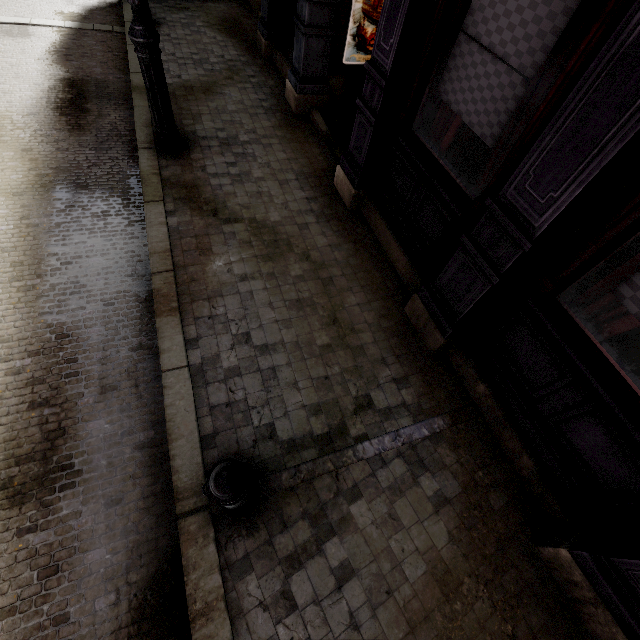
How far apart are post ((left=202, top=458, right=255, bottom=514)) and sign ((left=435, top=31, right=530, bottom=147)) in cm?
324

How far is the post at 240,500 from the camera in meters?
1.8

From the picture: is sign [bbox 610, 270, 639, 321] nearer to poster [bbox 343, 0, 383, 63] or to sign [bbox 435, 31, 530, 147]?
sign [bbox 435, 31, 530, 147]

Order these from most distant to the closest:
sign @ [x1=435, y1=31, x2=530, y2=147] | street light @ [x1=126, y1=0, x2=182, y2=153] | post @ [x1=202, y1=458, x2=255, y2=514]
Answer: street light @ [x1=126, y1=0, x2=182, y2=153]
sign @ [x1=435, y1=31, x2=530, y2=147]
post @ [x1=202, y1=458, x2=255, y2=514]

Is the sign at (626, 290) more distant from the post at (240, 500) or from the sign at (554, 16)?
the post at (240, 500)

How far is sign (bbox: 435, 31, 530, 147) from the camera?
2.6m

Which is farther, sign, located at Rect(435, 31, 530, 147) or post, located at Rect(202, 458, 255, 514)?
sign, located at Rect(435, 31, 530, 147)

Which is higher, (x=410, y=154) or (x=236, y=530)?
(x=410, y=154)
